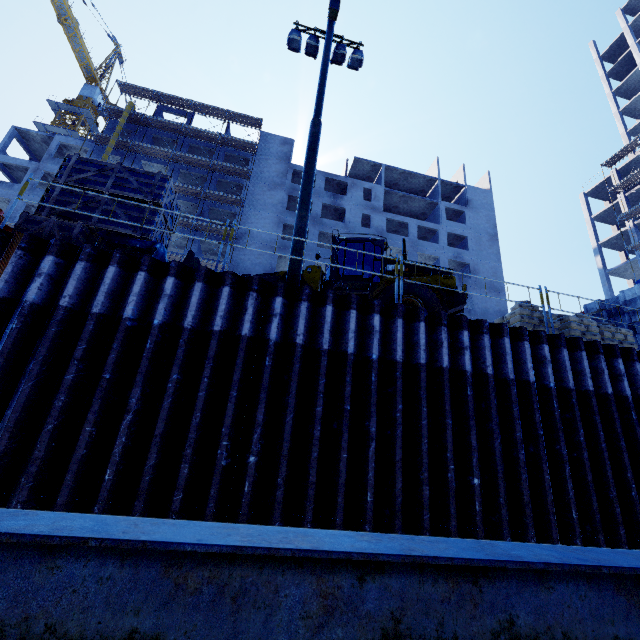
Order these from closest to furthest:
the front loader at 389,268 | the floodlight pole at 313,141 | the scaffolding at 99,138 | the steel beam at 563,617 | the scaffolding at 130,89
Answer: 1. the steel beam at 563,617
2. the floodlight pole at 313,141
3. the front loader at 389,268
4. the scaffolding at 99,138
5. the scaffolding at 130,89

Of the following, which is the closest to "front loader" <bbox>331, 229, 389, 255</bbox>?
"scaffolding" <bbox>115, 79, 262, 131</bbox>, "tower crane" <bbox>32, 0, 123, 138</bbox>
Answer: "scaffolding" <bbox>115, 79, 262, 131</bbox>

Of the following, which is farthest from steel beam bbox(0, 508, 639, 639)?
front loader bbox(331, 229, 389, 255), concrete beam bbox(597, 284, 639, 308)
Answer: concrete beam bbox(597, 284, 639, 308)

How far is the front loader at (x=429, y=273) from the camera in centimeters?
985cm

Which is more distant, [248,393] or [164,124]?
[164,124]

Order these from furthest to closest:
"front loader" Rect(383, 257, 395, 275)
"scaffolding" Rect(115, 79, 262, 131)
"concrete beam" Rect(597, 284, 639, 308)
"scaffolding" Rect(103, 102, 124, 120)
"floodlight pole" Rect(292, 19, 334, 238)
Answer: "scaffolding" Rect(115, 79, 262, 131) → "scaffolding" Rect(103, 102, 124, 120) → "front loader" Rect(383, 257, 395, 275) → "concrete beam" Rect(597, 284, 639, 308) → "floodlight pole" Rect(292, 19, 334, 238)

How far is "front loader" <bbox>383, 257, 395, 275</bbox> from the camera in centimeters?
1095cm

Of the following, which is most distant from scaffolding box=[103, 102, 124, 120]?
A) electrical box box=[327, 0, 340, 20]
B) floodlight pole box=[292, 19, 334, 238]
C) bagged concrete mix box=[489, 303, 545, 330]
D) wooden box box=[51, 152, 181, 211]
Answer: electrical box box=[327, 0, 340, 20]
